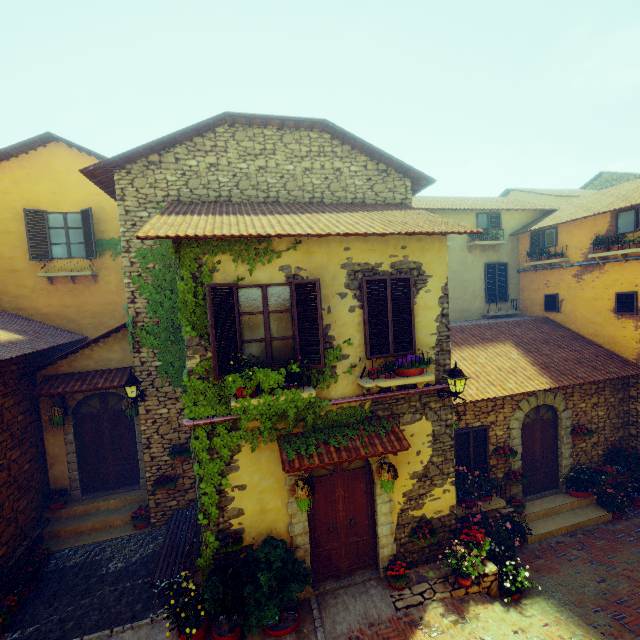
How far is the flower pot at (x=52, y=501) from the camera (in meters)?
8.37

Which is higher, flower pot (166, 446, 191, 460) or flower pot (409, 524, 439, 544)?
flower pot (166, 446, 191, 460)

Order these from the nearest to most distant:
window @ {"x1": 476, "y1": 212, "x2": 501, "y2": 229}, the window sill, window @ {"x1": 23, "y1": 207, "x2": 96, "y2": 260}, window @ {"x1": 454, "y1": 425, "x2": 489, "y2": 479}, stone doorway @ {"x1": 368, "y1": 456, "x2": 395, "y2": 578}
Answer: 1. the window sill
2. stone doorway @ {"x1": 368, "y1": 456, "x2": 395, "y2": 578}
3. window @ {"x1": 454, "y1": 425, "x2": 489, "y2": 479}
4. window @ {"x1": 23, "y1": 207, "x2": 96, "y2": 260}
5. window @ {"x1": 476, "y1": 212, "x2": 501, "y2": 229}

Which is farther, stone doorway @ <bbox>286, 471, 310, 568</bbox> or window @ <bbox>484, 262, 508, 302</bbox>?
window @ <bbox>484, 262, 508, 302</bbox>

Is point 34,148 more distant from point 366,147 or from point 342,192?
point 366,147

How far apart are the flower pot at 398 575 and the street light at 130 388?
6.7 meters

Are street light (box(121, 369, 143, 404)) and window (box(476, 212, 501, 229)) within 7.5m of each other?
no

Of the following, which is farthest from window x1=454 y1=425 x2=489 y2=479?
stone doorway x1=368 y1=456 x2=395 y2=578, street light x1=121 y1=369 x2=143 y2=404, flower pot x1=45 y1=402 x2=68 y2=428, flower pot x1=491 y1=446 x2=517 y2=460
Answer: flower pot x1=45 y1=402 x2=68 y2=428
